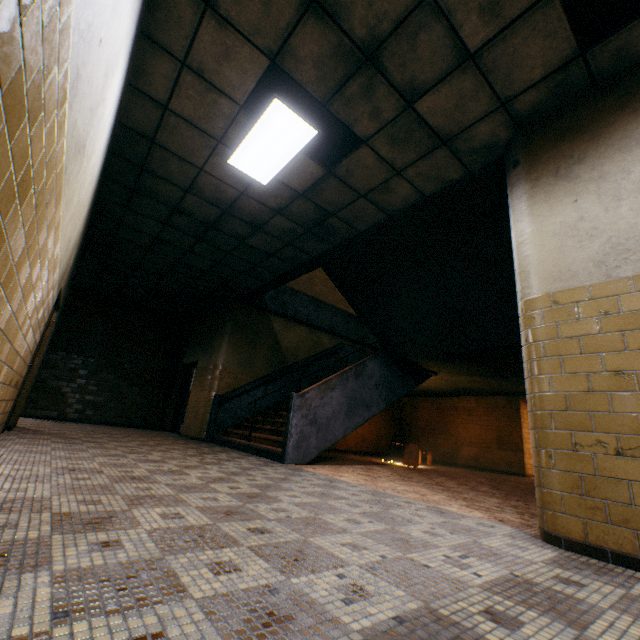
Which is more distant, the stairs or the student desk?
the student desk

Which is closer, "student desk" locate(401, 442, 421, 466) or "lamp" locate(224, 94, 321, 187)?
"lamp" locate(224, 94, 321, 187)

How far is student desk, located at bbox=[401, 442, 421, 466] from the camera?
8.2 meters

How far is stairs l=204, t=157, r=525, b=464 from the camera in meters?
4.8

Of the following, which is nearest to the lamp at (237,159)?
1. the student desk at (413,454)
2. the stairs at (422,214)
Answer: the stairs at (422,214)

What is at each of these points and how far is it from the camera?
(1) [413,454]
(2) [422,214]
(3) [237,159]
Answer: (1) student desk, 8.3 meters
(2) stairs, 4.9 meters
(3) lamp, 4.4 meters

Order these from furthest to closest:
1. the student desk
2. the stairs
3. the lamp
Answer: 1. the student desk
2. the stairs
3. the lamp
